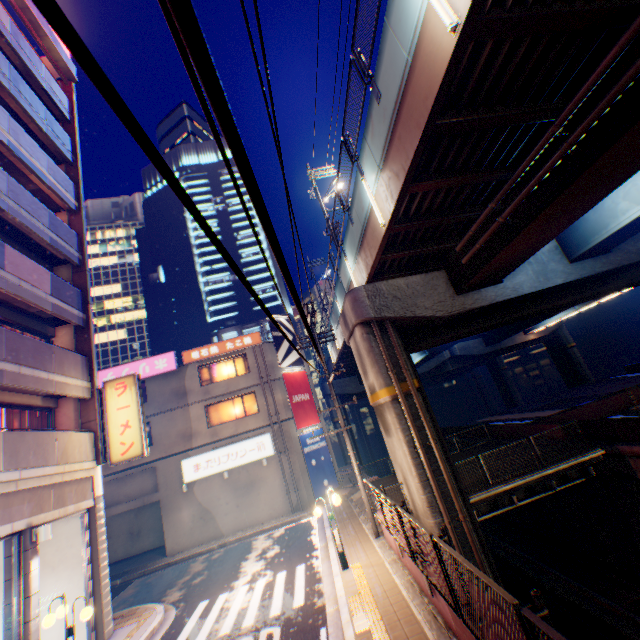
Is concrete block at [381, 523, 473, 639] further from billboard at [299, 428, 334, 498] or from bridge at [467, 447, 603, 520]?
billboard at [299, 428, 334, 498]

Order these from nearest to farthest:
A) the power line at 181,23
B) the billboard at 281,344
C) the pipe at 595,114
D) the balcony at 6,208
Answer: the power line at 181,23 → the pipe at 595,114 → the balcony at 6,208 → the billboard at 281,344

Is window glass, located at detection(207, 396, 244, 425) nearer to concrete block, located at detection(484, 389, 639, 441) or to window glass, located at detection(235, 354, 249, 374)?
window glass, located at detection(235, 354, 249, 374)

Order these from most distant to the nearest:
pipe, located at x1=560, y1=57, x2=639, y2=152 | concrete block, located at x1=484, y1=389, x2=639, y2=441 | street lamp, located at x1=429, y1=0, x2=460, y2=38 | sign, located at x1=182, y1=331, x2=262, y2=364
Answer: sign, located at x1=182, y1=331, x2=262, y2=364
concrete block, located at x1=484, y1=389, x2=639, y2=441
pipe, located at x1=560, y1=57, x2=639, y2=152
street lamp, located at x1=429, y1=0, x2=460, y2=38

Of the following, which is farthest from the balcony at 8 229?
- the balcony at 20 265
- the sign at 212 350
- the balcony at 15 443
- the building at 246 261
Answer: the building at 246 261

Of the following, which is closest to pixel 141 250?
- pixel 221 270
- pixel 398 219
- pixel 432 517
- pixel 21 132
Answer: pixel 221 270

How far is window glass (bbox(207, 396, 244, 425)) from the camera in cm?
2328

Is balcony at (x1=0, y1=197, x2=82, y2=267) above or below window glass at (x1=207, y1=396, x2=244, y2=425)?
above
